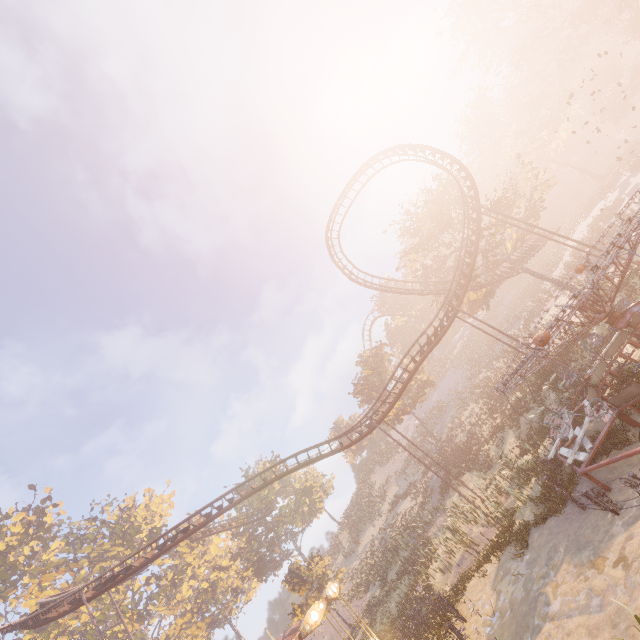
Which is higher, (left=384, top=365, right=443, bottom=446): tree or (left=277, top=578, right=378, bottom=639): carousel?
(left=384, top=365, right=443, bottom=446): tree

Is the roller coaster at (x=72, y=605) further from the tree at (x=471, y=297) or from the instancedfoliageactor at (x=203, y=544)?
the instancedfoliageactor at (x=203, y=544)

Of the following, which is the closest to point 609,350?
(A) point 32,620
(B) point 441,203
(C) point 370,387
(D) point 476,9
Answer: (B) point 441,203

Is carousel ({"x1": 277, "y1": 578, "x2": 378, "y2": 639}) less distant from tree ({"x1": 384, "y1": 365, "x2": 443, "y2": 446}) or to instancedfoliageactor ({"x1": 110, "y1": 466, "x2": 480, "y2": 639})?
instancedfoliageactor ({"x1": 110, "y1": 466, "x2": 480, "y2": 639})

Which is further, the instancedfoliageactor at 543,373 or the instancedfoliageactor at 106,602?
the instancedfoliageactor at 106,602

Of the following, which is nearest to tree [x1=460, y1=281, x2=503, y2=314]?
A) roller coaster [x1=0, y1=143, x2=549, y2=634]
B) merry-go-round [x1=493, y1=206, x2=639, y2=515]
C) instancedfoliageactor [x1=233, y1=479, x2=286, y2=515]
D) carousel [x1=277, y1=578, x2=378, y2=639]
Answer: roller coaster [x1=0, y1=143, x2=549, y2=634]

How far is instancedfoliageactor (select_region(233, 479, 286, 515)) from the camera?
45.2m

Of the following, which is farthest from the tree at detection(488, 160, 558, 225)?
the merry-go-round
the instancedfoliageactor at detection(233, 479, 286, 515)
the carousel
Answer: the carousel
